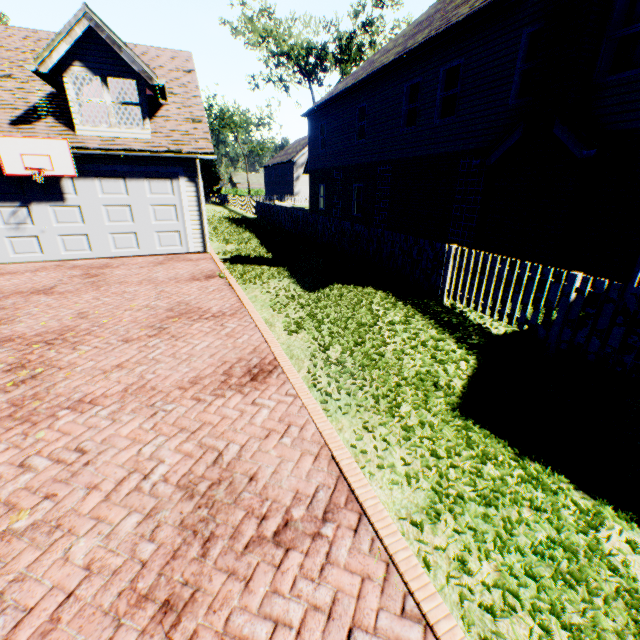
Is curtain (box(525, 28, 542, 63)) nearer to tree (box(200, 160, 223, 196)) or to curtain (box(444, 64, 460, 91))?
curtain (box(444, 64, 460, 91))

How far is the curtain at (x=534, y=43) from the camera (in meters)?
8.11

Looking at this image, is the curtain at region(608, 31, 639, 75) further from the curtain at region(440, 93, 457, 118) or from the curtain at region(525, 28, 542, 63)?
the curtain at region(440, 93, 457, 118)

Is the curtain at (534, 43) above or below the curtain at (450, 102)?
above

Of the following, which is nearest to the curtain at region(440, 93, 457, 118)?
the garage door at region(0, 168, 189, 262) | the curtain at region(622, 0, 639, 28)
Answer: the curtain at region(622, 0, 639, 28)

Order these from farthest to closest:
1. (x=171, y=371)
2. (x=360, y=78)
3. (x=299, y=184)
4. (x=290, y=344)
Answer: (x=299, y=184), (x=360, y=78), (x=290, y=344), (x=171, y=371)

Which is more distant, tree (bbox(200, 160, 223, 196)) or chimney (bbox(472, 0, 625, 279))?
tree (bbox(200, 160, 223, 196))

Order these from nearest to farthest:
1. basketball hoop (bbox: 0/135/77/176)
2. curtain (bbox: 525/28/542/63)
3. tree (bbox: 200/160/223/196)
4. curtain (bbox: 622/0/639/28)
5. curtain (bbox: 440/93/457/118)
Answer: curtain (bbox: 622/0/639/28) → curtain (bbox: 525/28/542/63) → basketball hoop (bbox: 0/135/77/176) → curtain (bbox: 440/93/457/118) → tree (bbox: 200/160/223/196)
